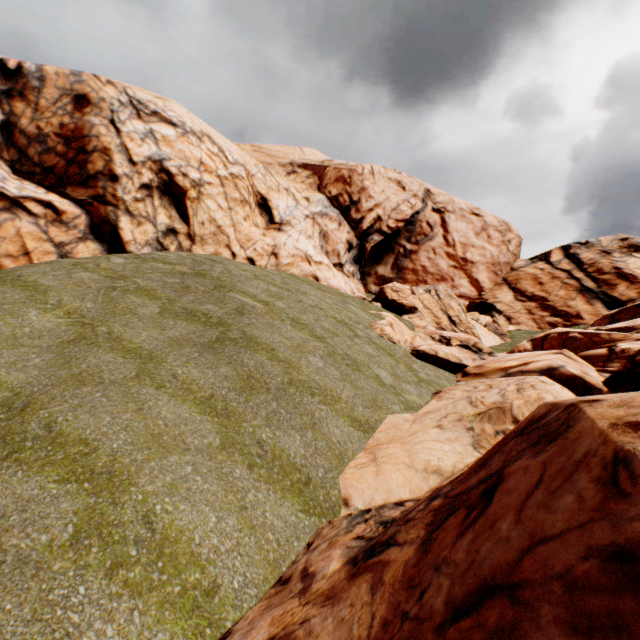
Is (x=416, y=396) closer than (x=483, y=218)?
Yes
